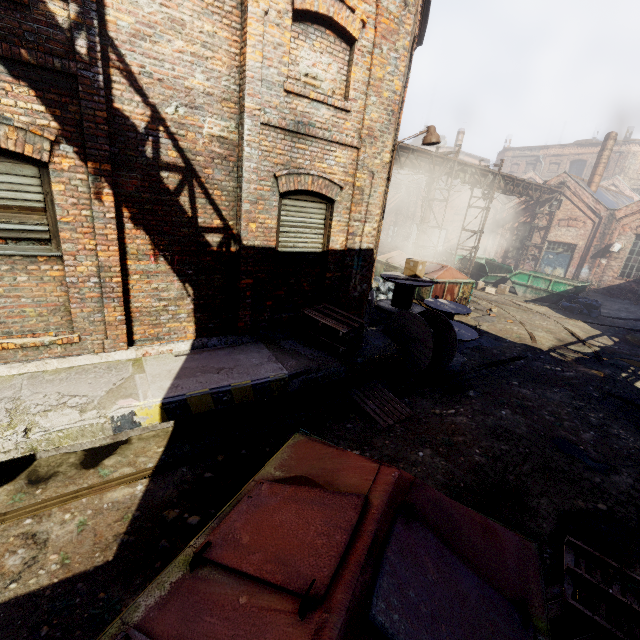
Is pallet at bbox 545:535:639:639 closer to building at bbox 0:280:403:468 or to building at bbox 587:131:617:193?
building at bbox 0:280:403:468

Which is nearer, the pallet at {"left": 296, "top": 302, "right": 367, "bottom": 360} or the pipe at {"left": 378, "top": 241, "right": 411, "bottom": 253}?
the pallet at {"left": 296, "top": 302, "right": 367, "bottom": 360}

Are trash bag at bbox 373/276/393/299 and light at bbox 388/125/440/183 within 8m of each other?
yes

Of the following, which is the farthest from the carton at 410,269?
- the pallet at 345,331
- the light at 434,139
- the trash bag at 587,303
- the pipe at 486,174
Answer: the trash bag at 587,303

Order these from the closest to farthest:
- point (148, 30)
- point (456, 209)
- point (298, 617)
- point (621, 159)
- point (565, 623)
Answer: point (298, 617)
point (565, 623)
point (148, 30)
point (456, 209)
point (621, 159)

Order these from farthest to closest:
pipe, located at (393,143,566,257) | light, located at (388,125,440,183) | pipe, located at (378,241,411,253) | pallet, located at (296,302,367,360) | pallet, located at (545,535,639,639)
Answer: pipe, located at (378,241,411,253) < pipe, located at (393,143,566,257) < light, located at (388,125,440,183) < pallet, located at (296,302,367,360) < pallet, located at (545,535,639,639)

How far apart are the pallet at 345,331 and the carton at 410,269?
3.5 meters

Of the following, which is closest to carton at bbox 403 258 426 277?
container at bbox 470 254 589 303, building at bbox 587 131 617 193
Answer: container at bbox 470 254 589 303
